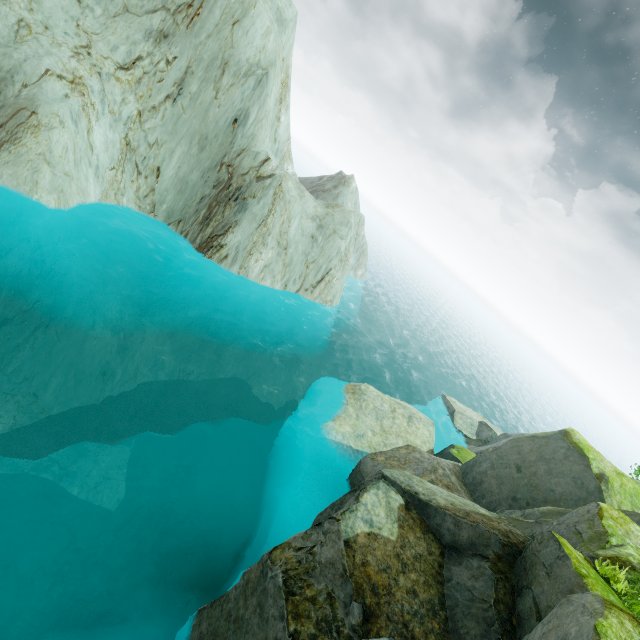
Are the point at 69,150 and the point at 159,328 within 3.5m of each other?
no
